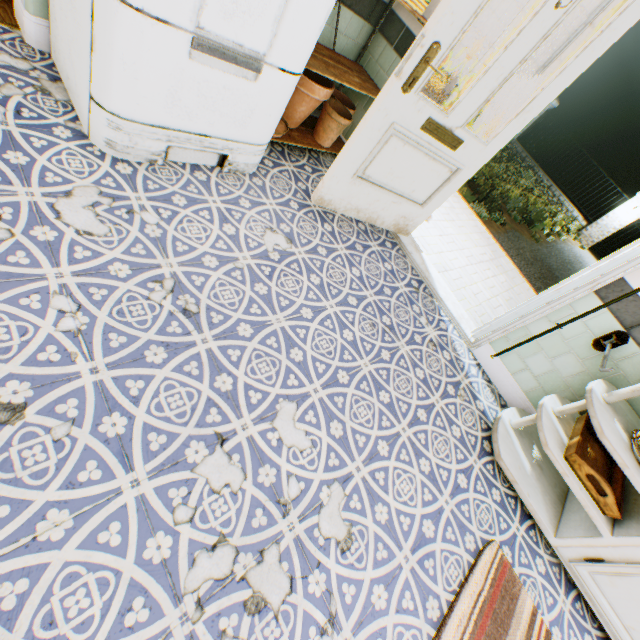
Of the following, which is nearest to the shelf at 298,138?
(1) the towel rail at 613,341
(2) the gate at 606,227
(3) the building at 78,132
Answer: (3) the building at 78,132

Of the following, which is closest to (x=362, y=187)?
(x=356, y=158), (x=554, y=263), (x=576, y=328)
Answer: (x=356, y=158)

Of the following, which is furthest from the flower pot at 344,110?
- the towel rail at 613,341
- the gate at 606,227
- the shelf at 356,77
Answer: the gate at 606,227

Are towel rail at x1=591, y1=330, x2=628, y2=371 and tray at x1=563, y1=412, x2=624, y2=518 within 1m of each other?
yes

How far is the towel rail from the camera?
1.75m

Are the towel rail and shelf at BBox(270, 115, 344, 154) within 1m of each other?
no

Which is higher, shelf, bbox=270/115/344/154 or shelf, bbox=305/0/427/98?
shelf, bbox=305/0/427/98

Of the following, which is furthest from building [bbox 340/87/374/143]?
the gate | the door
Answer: the gate
